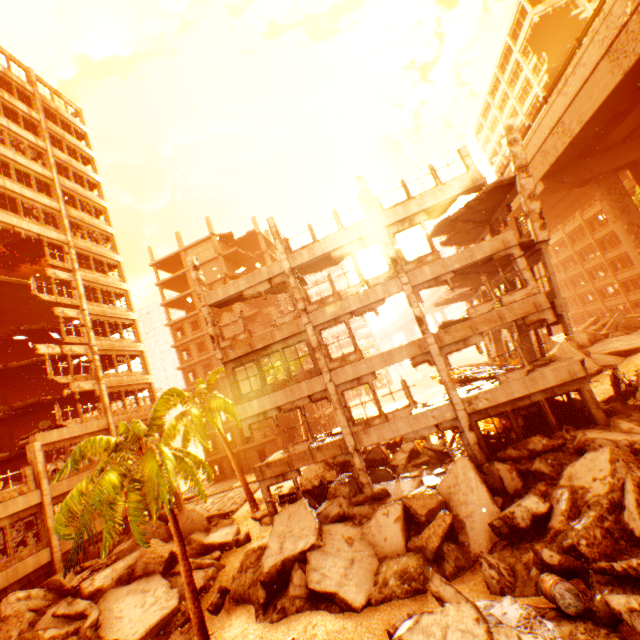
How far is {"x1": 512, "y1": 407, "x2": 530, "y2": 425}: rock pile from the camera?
14.85m

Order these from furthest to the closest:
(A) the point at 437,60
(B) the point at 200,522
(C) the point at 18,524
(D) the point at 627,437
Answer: (A) the point at 437,60
(C) the point at 18,524
(B) the point at 200,522
(D) the point at 627,437

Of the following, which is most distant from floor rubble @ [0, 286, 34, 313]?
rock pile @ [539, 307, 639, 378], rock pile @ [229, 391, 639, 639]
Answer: rock pile @ [539, 307, 639, 378]

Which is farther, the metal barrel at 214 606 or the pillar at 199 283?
the pillar at 199 283

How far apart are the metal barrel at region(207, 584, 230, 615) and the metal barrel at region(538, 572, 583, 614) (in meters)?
12.12

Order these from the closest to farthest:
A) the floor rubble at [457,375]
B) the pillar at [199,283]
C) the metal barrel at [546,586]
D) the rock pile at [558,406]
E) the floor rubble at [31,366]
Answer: the metal barrel at [546,586]
the rock pile at [558,406]
the floor rubble at [457,375]
the pillar at [199,283]
the floor rubble at [31,366]

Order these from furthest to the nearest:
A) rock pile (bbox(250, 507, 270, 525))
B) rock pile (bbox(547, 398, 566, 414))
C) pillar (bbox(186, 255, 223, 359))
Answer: rock pile (bbox(250, 507, 270, 525)), pillar (bbox(186, 255, 223, 359)), rock pile (bbox(547, 398, 566, 414))
